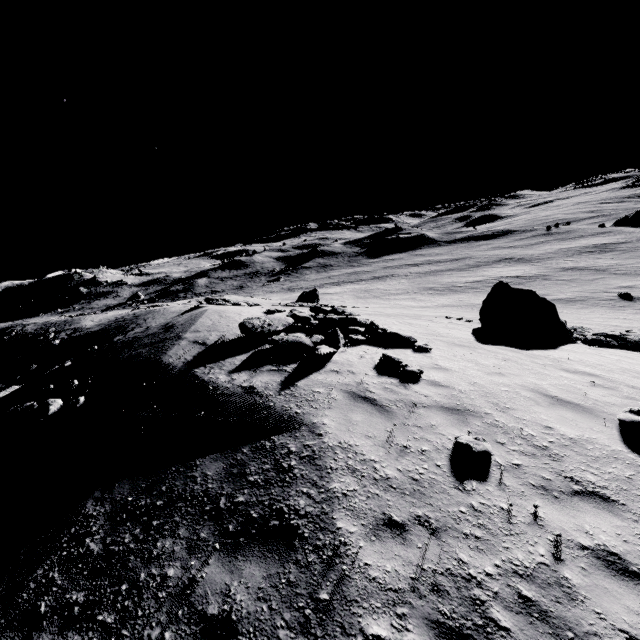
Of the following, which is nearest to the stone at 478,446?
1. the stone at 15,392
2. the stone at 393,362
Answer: the stone at 393,362

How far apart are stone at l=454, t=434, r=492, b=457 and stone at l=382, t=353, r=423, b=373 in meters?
2.5 m

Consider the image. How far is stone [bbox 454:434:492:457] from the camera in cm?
479

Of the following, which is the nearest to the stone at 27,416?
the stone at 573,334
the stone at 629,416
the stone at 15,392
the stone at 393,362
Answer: the stone at 15,392

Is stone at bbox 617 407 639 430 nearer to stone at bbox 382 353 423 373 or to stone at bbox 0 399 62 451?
stone at bbox 382 353 423 373

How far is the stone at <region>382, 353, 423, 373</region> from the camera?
7.55m

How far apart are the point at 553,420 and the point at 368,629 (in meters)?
5.20

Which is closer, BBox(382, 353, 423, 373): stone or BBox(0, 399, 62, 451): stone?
BBox(382, 353, 423, 373): stone
